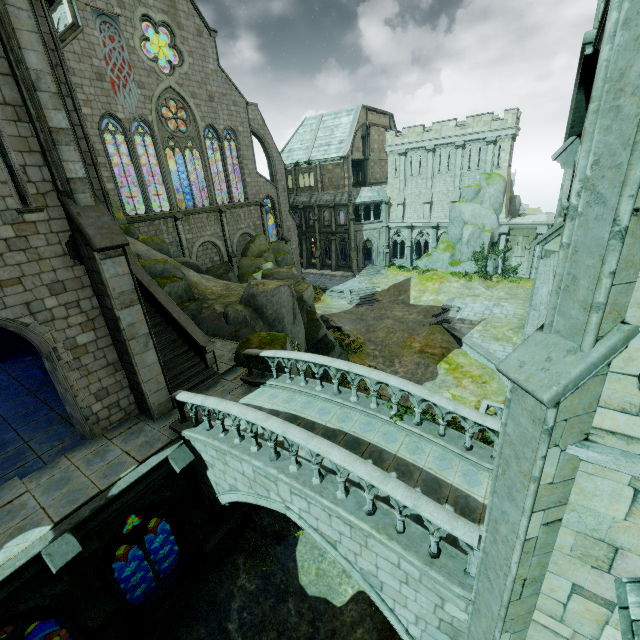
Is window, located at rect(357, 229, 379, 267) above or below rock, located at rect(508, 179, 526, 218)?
below

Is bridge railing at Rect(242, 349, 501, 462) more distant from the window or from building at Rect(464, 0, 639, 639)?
the window

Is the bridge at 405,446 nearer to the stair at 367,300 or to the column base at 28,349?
the column base at 28,349

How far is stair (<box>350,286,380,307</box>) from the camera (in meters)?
35.78

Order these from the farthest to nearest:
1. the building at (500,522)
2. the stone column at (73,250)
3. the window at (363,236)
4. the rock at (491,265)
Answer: the window at (363,236), the rock at (491,265), the stone column at (73,250), the building at (500,522)

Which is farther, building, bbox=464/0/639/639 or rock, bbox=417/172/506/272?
rock, bbox=417/172/506/272

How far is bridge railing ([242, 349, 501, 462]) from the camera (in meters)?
8.09

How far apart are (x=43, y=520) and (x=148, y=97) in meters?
28.4
